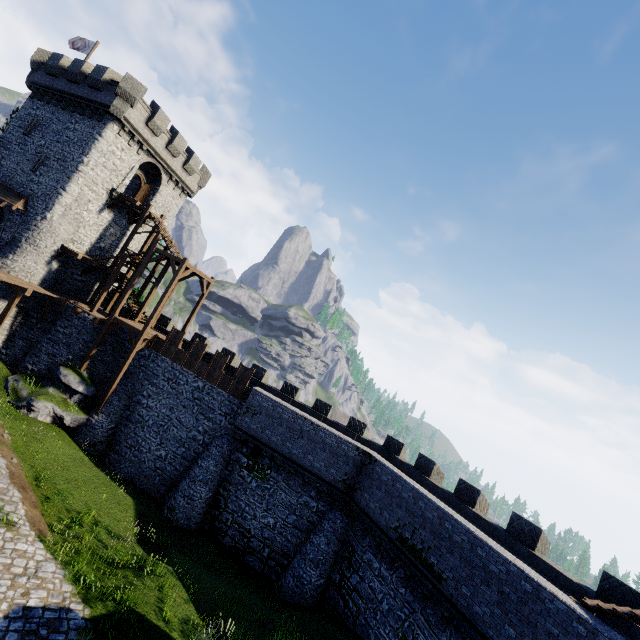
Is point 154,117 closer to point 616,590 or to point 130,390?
point 130,390

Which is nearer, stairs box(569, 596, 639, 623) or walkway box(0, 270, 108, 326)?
stairs box(569, 596, 639, 623)

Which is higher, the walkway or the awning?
the awning

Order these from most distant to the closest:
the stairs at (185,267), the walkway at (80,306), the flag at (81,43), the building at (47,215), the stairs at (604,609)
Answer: the flag at (81,43) < the building at (47,215) < the stairs at (185,267) < the walkway at (80,306) < the stairs at (604,609)

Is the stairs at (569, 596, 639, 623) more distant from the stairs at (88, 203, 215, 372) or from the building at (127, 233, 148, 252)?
the building at (127, 233, 148, 252)

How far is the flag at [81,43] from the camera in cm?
2855

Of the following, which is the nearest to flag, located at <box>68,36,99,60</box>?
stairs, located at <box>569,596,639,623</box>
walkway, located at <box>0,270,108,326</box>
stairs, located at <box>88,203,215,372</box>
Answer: stairs, located at <box>88,203,215,372</box>

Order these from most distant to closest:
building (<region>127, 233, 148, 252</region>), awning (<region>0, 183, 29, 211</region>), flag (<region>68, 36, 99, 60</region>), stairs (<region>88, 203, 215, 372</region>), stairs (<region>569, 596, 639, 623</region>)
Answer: building (<region>127, 233, 148, 252</region>) → flag (<region>68, 36, 99, 60</region>) → awning (<region>0, 183, 29, 211</region>) → stairs (<region>88, 203, 215, 372</region>) → stairs (<region>569, 596, 639, 623</region>)
